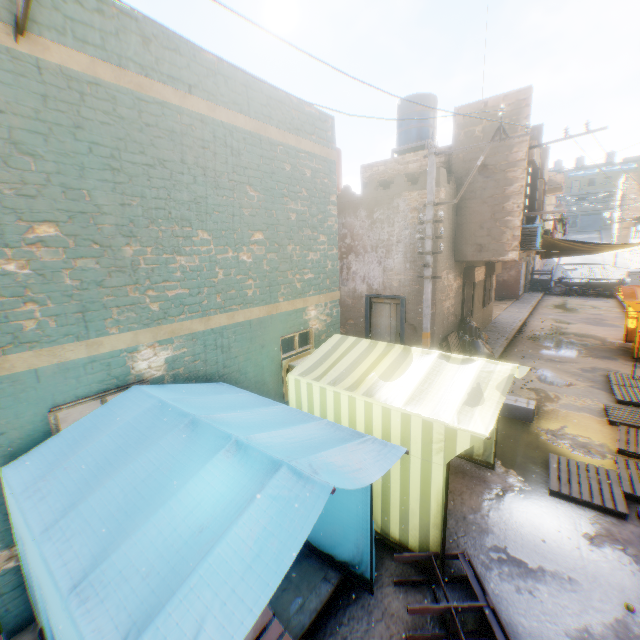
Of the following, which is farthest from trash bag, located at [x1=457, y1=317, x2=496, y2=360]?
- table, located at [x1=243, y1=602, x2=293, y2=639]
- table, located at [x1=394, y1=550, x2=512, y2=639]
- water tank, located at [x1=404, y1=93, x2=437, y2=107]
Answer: water tank, located at [x1=404, y1=93, x2=437, y2=107]

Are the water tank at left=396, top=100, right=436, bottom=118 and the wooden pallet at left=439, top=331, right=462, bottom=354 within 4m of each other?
no

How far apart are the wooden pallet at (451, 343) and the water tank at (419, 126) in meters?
7.6 m

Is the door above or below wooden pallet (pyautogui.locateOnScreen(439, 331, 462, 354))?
above

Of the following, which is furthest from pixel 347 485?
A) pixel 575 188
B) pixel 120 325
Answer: pixel 575 188

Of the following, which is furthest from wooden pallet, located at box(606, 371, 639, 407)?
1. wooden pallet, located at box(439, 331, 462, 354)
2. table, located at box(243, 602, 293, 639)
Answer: wooden pallet, located at box(439, 331, 462, 354)

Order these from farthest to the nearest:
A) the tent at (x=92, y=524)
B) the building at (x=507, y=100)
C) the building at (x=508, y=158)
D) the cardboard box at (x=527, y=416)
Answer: the building at (x=508, y=158) < the building at (x=507, y=100) < the cardboard box at (x=527, y=416) < the tent at (x=92, y=524)

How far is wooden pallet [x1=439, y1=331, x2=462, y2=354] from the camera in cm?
1085
